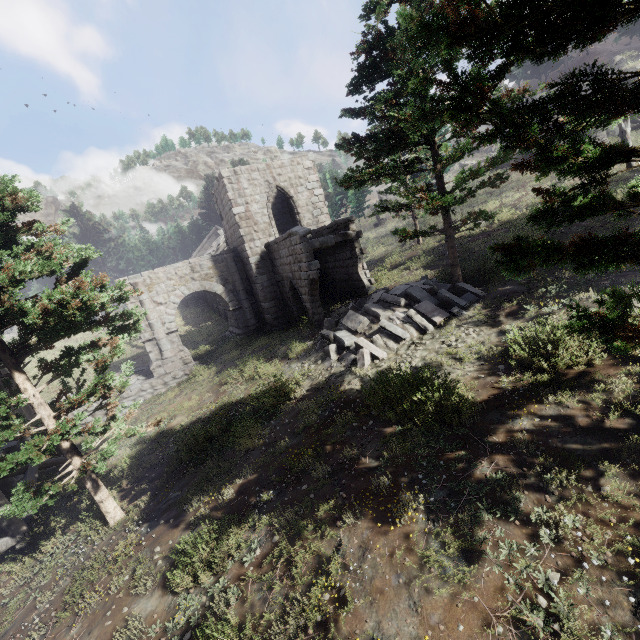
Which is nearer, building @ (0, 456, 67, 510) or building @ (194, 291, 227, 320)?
building @ (0, 456, 67, 510)

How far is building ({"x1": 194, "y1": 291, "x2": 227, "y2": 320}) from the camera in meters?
30.4

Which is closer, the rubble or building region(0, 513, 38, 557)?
building region(0, 513, 38, 557)

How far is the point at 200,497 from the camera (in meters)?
7.58

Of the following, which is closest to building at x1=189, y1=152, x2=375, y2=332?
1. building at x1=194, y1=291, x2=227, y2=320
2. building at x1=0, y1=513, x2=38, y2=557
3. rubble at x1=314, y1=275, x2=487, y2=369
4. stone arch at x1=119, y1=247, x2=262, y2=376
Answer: stone arch at x1=119, y1=247, x2=262, y2=376

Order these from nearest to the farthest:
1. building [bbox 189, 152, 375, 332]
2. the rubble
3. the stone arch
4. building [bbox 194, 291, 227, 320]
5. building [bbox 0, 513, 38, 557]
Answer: building [bbox 0, 513, 38, 557] < the rubble < building [bbox 189, 152, 375, 332] < the stone arch < building [bbox 194, 291, 227, 320]

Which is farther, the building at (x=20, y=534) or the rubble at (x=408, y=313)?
the rubble at (x=408, y=313)

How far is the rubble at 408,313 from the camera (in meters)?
10.60
